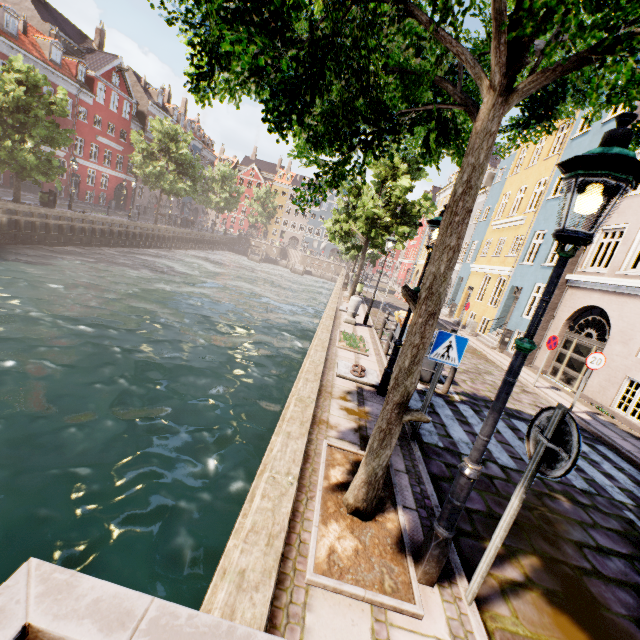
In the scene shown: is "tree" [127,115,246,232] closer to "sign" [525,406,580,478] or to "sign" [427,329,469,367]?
"sign" [525,406,580,478]

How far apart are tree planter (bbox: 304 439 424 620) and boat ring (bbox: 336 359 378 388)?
2.66m

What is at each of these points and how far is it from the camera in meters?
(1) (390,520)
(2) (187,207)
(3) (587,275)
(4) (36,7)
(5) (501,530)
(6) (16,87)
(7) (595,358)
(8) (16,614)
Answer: (1) tree planter, 3.5
(2) building, 57.3
(3) building, 13.2
(4) building, 30.6
(5) sign pole, 2.7
(6) tree, 17.5
(7) sign, 9.2
(8) bridge, 1.2

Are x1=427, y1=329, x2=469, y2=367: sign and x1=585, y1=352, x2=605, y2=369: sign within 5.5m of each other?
no

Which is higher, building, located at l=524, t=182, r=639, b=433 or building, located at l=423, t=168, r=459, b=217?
building, located at l=423, t=168, r=459, b=217

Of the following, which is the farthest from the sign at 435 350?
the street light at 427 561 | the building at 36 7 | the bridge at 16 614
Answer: the building at 36 7

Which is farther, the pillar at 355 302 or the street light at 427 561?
the pillar at 355 302

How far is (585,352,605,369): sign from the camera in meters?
9.2 m
